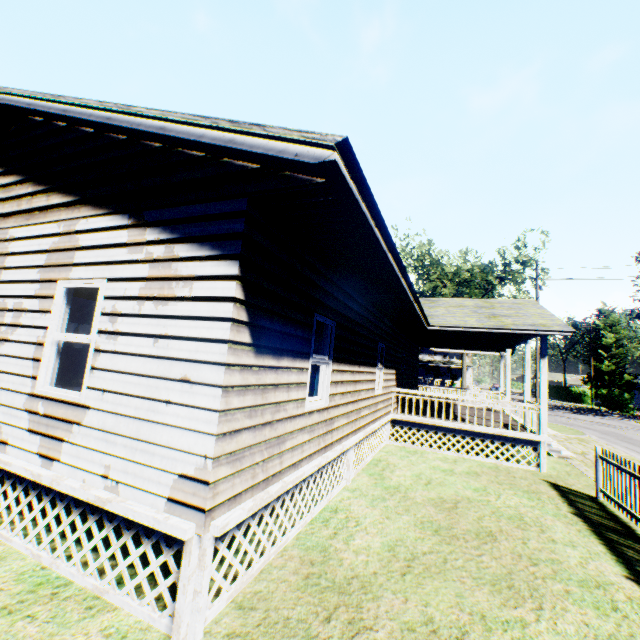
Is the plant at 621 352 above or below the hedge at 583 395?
above

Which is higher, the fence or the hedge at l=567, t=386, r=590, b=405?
the hedge at l=567, t=386, r=590, b=405

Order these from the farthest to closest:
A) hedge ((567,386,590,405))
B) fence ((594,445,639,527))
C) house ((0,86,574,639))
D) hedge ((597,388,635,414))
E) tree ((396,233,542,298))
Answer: hedge ((567,386,590,405)) < hedge ((597,388,635,414)) < tree ((396,233,542,298)) < fence ((594,445,639,527)) < house ((0,86,574,639))

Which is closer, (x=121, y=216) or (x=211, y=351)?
(x=211, y=351)

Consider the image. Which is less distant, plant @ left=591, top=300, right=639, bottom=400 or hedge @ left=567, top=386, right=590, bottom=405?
hedge @ left=567, top=386, right=590, bottom=405

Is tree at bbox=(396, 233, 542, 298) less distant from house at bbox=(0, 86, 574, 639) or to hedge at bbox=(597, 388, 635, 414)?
house at bbox=(0, 86, 574, 639)

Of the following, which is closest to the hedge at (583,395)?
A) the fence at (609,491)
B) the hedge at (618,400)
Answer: the hedge at (618,400)

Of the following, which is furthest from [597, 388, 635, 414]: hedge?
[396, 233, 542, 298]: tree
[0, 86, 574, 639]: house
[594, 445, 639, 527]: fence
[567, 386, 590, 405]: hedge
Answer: [594, 445, 639, 527]: fence
